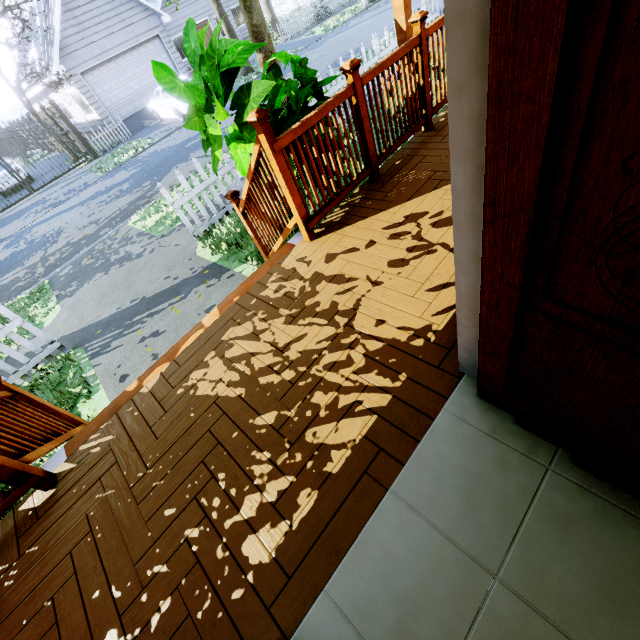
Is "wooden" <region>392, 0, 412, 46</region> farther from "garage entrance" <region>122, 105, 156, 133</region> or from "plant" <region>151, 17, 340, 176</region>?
"garage entrance" <region>122, 105, 156, 133</region>

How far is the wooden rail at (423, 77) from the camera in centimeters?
278cm

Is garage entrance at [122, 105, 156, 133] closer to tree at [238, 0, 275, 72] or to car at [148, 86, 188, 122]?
car at [148, 86, 188, 122]

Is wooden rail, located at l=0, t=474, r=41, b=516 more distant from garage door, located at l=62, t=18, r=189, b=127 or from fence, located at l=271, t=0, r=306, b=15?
garage door, located at l=62, t=18, r=189, b=127

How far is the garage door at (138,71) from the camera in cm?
1655

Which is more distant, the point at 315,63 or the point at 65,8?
the point at 65,8

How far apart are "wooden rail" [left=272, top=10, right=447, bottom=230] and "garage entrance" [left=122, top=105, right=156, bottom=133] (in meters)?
19.24

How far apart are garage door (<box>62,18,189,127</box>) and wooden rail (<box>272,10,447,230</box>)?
20.7 meters
